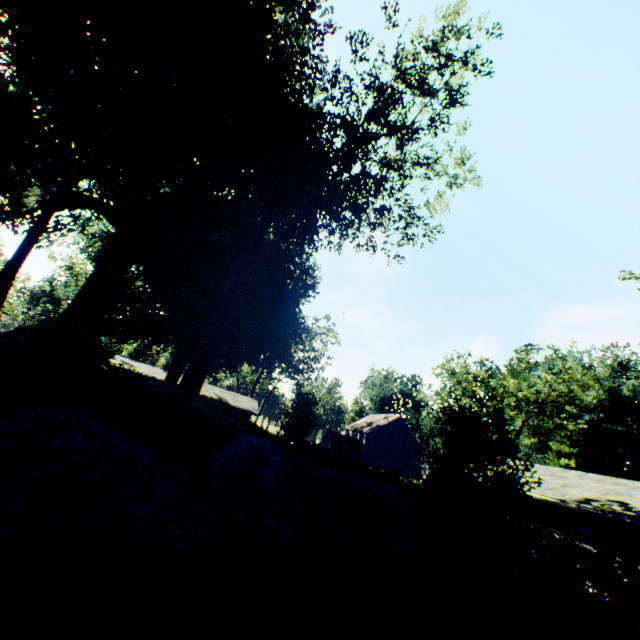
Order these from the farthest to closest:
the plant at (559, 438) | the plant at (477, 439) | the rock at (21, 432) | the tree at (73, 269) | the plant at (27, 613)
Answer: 1. the plant at (559, 438)
2. the tree at (73, 269)
3. the plant at (477, 439)
4. the rock at (21, 432)
5. the plant at (27, 613)

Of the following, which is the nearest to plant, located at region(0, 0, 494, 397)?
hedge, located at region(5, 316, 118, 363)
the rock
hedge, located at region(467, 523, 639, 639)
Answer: the rock

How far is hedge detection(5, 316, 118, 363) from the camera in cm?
1116

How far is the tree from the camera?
47.4 meters

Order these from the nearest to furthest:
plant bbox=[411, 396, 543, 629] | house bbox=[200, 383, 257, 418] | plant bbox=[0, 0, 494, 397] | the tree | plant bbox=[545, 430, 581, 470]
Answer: plant bbox=[411, 396, 543, 629] < plant bbox=[0, 0, 494, 397] < house bbox=[200, 383, 257, 418] < the tree < plant bbox=[545, 430, 581, 470]

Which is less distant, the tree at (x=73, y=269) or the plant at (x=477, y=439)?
the plant at (x=477, y=439)

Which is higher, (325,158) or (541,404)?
(541,404)

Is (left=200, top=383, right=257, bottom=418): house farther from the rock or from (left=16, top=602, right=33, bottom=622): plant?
the rock
